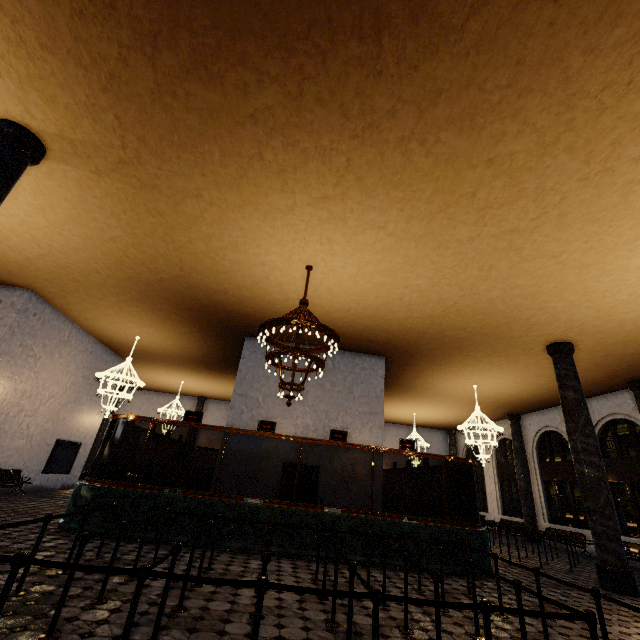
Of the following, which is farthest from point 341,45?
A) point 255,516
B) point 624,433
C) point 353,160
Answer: point 624,433
